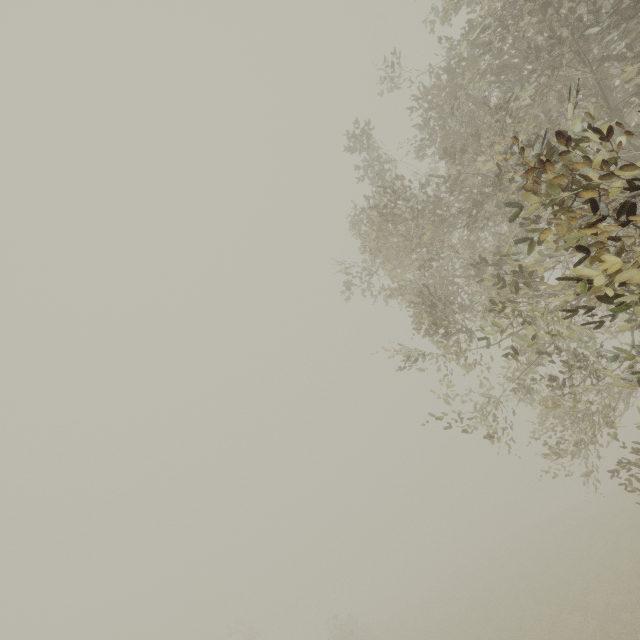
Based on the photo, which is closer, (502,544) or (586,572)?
(586,572)
